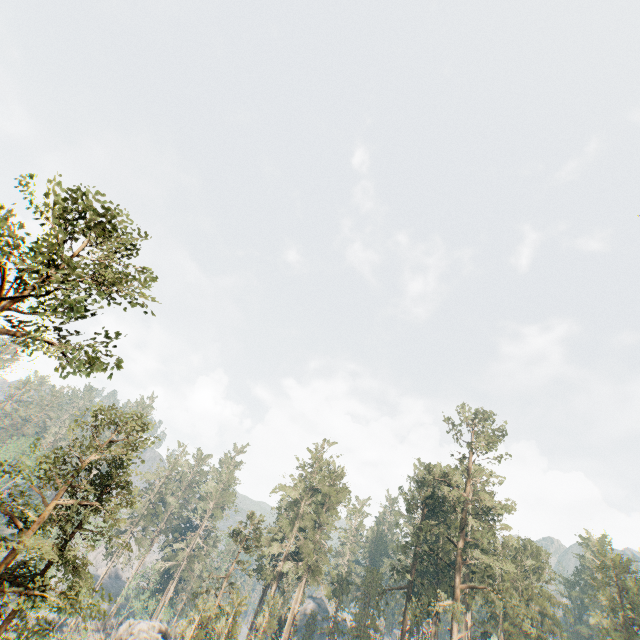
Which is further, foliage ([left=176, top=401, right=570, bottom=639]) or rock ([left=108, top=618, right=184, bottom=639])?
rock ([left=108, top=618, right=184, bottom=639])

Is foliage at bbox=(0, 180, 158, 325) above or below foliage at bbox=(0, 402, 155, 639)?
above

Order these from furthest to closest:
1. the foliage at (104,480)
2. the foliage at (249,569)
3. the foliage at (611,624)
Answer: the foliage at (611,624) < the foliage at (249,569) < the foliage at (104,480)

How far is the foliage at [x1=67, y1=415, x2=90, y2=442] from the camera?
18.1 meters

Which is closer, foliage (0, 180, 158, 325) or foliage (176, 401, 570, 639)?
foliage (0, 180, 158, 325)

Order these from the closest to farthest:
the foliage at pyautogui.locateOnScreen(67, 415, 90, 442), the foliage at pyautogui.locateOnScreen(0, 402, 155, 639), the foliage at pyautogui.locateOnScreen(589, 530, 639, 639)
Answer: the foliage at pyautogui.locateOnScreen(0, 402, 155, 639)
the foliage at pyautogui.locateOnScreen(67, 415, 90, 442)
the foliage at pyautogui.locateOnScreen(589, 530, 639, 639)

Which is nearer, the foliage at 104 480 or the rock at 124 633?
the foliage at 104 480

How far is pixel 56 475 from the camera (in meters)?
17.89
